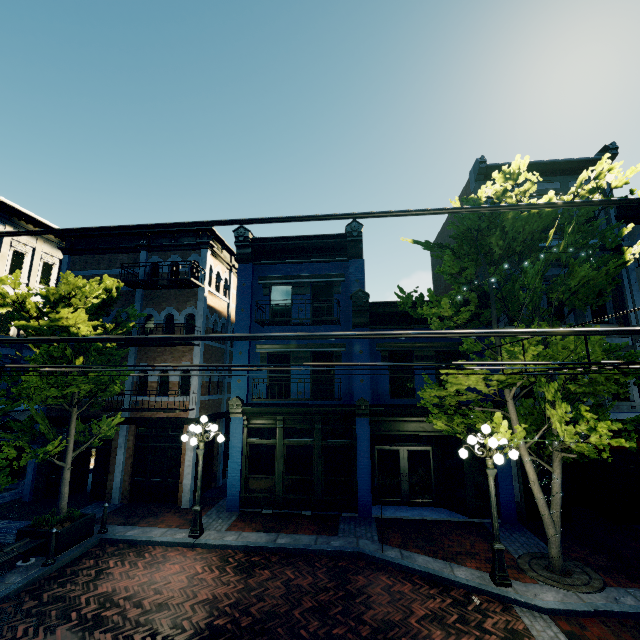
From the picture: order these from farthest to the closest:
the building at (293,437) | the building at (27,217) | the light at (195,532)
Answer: the building at (27,217)
the building at (293,437)
the light at (195,532)

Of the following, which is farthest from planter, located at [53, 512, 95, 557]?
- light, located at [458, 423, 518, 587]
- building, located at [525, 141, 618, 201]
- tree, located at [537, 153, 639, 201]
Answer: light, located at [458, 423, 518, 587]

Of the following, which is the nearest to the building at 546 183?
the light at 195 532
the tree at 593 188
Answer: the tree at 593 188

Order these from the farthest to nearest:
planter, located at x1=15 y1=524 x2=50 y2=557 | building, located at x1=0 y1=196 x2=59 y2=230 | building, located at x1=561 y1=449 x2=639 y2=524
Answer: building, located at x1=0 y1=196 x2=59 y2=230
building, located at x1=561 y1=449 x2=639 y2=524
planter, located at x1=15 y1=524 x2=50 y2=557

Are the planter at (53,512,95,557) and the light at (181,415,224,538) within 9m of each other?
yes

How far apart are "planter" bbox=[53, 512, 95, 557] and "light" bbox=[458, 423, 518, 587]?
11.2 meters

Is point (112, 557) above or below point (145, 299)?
below
